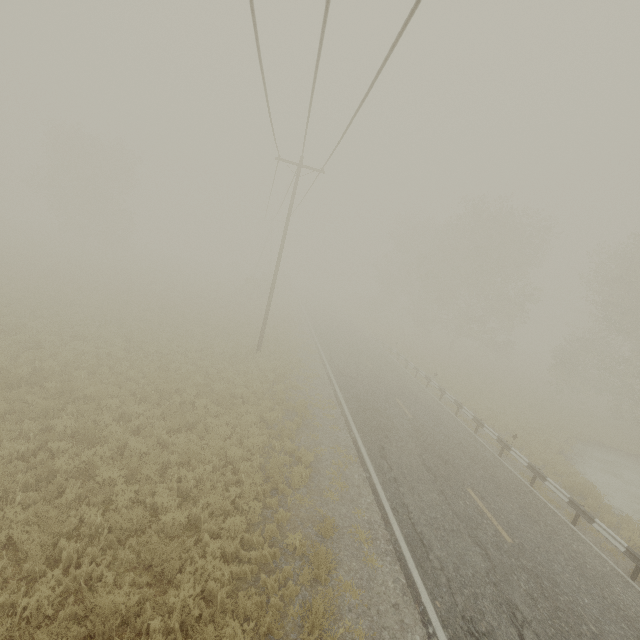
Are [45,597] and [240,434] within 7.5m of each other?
yes

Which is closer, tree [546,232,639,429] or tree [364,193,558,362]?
tree [546,232,639,429]

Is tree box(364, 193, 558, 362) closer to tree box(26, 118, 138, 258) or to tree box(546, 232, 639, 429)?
tree box(546, 232, 639, 429)

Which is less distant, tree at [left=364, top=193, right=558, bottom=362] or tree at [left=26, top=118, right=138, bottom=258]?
tree at [left=364, top=193, right=558, bottom=362]

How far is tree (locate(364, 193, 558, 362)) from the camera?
33.38m

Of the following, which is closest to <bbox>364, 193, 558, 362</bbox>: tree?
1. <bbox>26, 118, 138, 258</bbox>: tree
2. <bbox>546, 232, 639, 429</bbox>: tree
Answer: <bbox>546, 232, 639, 429</bbox>: tree

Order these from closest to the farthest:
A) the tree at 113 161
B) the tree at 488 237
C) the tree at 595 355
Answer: the tree at 595 355 → the tree at 488 237 → the tree at 113 161

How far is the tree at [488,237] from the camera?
33.4 meters
